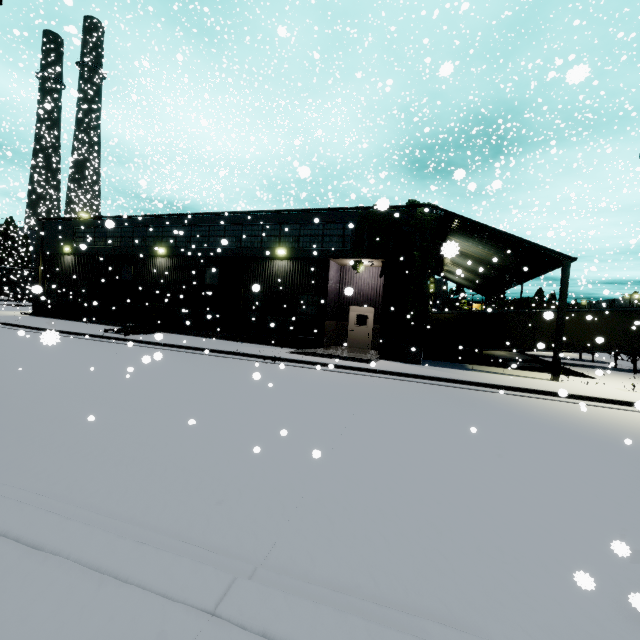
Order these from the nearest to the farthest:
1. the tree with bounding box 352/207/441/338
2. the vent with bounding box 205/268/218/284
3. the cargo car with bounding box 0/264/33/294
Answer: the tree with bounding box 352/207/441/338 < the vent with bounding box 205/268/218/284 < the cargo car with bounding box 0/264/33/294

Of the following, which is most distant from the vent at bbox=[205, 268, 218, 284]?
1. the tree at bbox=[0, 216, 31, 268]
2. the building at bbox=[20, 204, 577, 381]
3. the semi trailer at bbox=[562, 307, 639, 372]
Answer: the tree at bbox=[0, 216, 31, 268]

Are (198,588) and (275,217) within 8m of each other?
no

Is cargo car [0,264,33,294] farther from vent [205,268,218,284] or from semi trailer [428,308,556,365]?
vent [205,268,218,284]

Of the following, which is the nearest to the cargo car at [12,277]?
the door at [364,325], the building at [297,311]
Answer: the building at [297,311]

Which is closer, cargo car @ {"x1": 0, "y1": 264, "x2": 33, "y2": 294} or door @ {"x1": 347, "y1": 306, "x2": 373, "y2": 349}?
door @ {"x1": 347, "y1": 306, "x2": 373, "y2": 349}

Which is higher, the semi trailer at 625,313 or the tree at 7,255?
the tree at 7,255

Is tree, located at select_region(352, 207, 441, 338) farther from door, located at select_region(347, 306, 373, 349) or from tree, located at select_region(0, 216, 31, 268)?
tree, located at select_region(0, 216, 31, 268)
